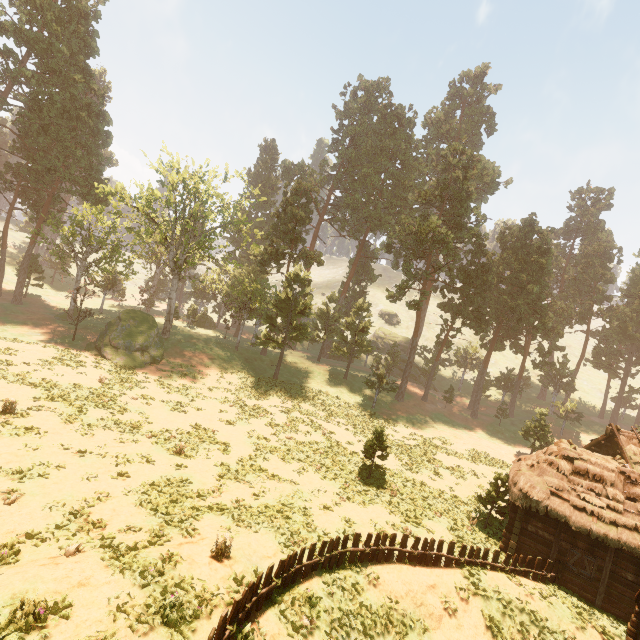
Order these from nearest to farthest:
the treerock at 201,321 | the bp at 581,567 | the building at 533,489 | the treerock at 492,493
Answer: the building at 533,489 < the bp at 581,567 < the treerock at 492,493 < the treerock at 201,321

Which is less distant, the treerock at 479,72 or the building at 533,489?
the building at 533,489

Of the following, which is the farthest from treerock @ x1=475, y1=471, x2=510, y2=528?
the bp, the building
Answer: the bp

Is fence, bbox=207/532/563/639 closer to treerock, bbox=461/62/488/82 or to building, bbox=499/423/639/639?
building, bbox=499/423/639/639

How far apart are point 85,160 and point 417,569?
51.83m

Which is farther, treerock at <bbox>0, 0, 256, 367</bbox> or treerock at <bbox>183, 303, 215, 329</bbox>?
treerock at <bbox>183, 303, 215, 329</bbox>

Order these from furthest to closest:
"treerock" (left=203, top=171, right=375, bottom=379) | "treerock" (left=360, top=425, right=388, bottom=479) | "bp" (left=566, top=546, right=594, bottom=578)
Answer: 1. "treerock" (left=203, top=171, right=375, bottom=379)
2. "treerock" (left=360, top=425, right=388, bottom=479)
3. "bp" (left=566, top=546, right=594, bottom=578)

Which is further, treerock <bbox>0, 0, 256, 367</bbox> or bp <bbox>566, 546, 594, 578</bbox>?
treerock <bbox>0, 0, 256, 367</bbox>
